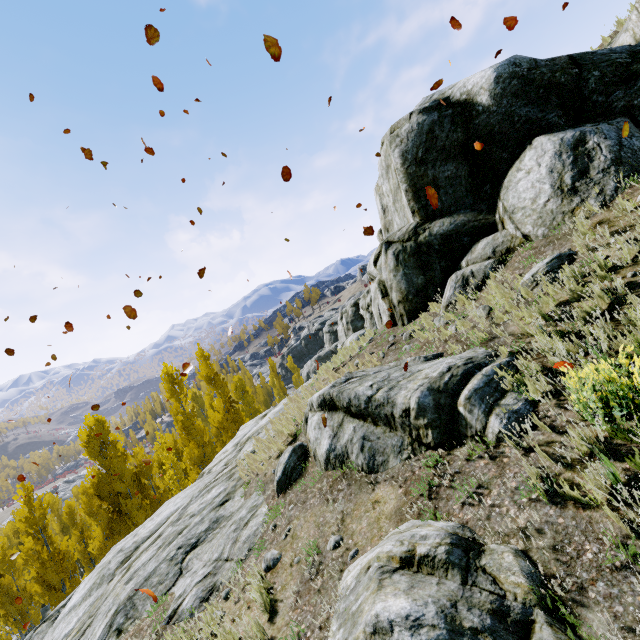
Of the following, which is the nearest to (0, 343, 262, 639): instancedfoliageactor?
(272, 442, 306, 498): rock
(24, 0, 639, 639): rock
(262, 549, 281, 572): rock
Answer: (24, 0, 639, 639): rock

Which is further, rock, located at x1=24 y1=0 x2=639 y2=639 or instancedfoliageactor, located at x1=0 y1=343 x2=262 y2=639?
instancedfoliageactor, located at x1=0 y1=343 x2=262 y2=639

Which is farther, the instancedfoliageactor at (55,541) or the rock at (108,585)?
the instancedfoliageactor at (55,541)

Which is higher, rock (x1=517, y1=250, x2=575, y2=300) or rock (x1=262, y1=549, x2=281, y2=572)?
rock (x1=517, y1=250, x2=575, y2=300)

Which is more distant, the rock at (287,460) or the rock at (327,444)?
the rock at (287,460)

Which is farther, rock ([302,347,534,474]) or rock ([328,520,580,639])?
rock ([302,347,534,474])

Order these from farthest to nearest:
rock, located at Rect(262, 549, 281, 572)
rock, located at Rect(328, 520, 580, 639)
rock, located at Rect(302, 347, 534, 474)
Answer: rock, located at Rect(262, 549, 281, 572)
rock, located at Rect(302, 347, 534, 474)
rock, located at Rect(328, 520, 580, 639)

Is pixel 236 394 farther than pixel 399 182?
Yes
